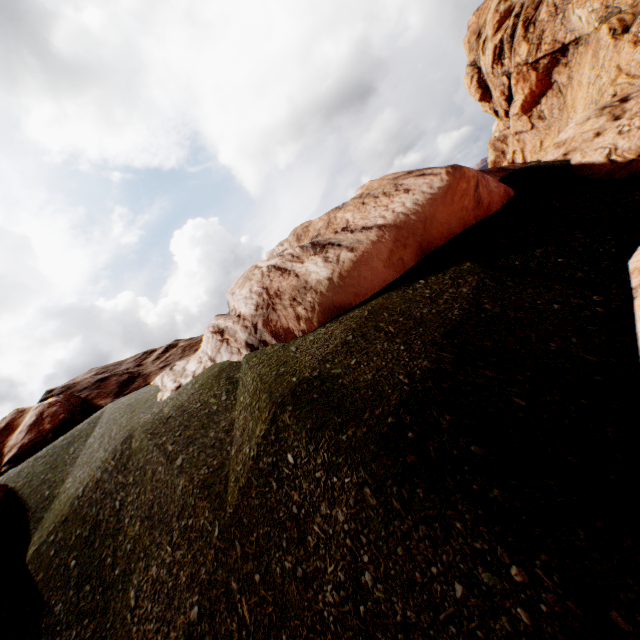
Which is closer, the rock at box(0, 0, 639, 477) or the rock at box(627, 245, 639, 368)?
the rock at box(627, 245, 639, 368)

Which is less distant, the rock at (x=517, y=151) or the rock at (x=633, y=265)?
the rock at (x=633, y=265)

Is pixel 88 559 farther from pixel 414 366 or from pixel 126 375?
pixel 126 375
